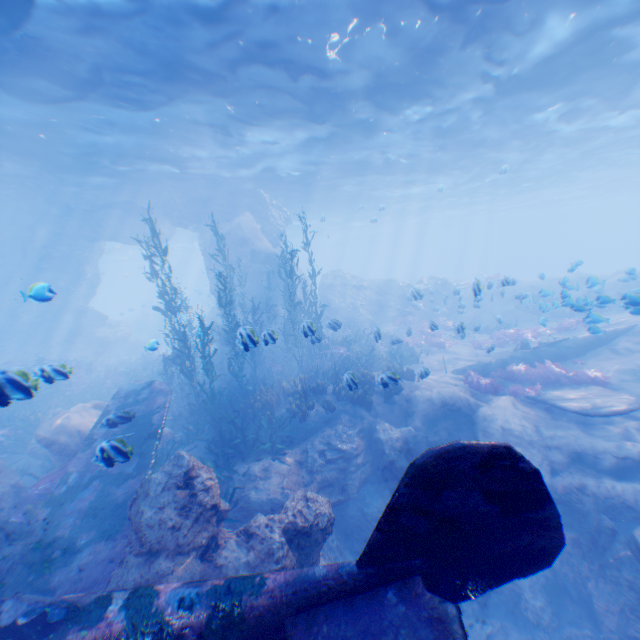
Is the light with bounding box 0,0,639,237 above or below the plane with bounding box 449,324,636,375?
above

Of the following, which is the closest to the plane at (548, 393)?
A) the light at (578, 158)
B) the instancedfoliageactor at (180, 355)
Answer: the instancedfoliageactor at (180, 355)

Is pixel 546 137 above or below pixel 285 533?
above

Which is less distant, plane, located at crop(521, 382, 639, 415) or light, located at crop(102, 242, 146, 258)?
plane, located at crop(521, 382, 639, 415)

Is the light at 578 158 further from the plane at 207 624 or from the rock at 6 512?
the plane at 207 624

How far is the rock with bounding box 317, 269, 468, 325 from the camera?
25.0 meters

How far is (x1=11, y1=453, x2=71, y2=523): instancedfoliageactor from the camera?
7.92m

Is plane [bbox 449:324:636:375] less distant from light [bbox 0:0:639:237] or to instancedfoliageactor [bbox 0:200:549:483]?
instancedfoliageactor [bbox 0:200:549:483]
